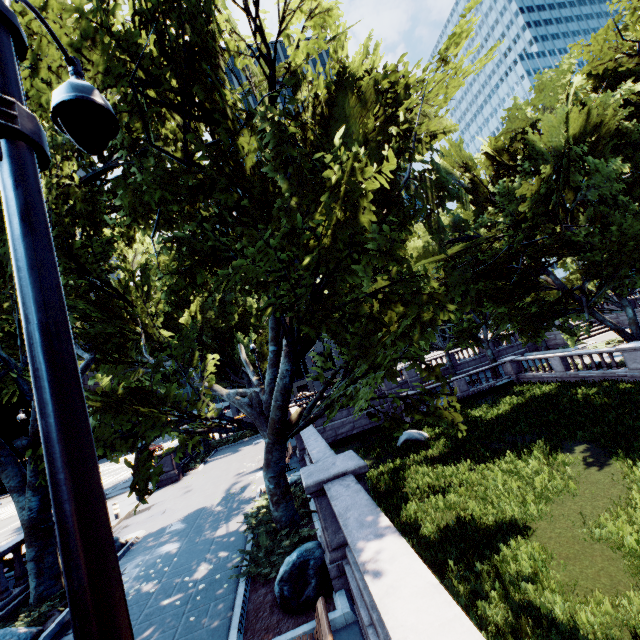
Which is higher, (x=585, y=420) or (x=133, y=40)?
(x=133, y=40)

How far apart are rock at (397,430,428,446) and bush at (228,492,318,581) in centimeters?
1353cm

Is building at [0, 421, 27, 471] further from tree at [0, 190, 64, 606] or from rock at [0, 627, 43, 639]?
rock at [0, 627, 43, 639]

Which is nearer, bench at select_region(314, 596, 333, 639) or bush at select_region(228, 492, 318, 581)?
bench at select_region(314, 596, 333, 639)

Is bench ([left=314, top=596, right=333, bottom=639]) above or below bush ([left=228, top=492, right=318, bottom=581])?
above

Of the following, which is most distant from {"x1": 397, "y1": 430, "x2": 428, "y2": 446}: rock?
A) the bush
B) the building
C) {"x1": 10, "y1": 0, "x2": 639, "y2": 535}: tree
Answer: the building

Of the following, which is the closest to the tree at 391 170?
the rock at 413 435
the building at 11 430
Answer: the rock at 413 435

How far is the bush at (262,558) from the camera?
7.64m
